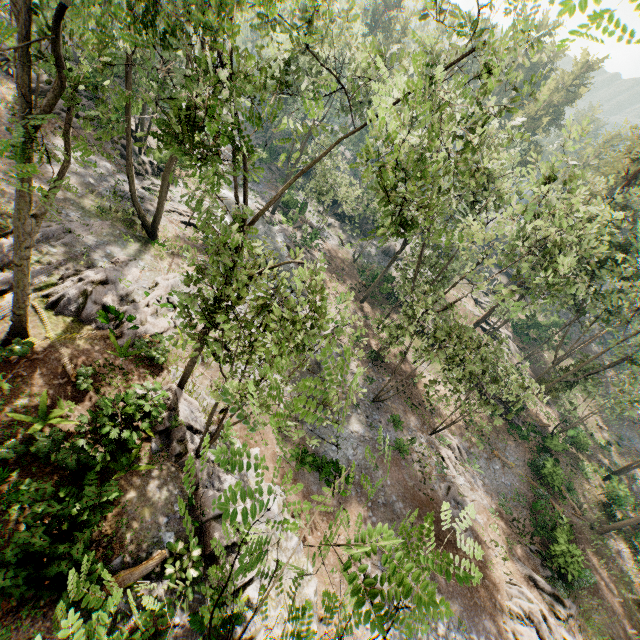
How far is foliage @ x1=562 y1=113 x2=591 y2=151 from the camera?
16.20m

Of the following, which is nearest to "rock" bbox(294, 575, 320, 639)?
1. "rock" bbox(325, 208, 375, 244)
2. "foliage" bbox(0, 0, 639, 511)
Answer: "foliage" bbox(0, 0, 639, 511)

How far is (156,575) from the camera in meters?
9.4

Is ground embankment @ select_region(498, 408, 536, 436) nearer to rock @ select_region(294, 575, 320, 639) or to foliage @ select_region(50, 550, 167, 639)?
foliage @ select_region(50, 550, 167, 639)

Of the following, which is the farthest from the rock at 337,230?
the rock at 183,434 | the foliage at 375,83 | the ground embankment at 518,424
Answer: the rock at 183,434

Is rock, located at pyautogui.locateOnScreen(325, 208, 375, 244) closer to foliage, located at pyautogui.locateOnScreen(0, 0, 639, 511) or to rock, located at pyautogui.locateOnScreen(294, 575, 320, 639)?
foliage, located at pyautogui.locateOnScreen(0, 0, 639, 511)

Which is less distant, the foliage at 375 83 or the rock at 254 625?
the foliage at 375 83
